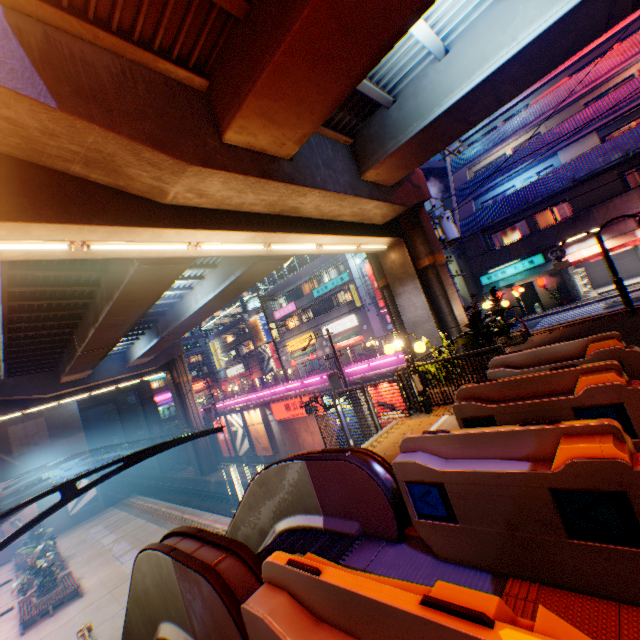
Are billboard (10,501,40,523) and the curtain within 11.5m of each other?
no

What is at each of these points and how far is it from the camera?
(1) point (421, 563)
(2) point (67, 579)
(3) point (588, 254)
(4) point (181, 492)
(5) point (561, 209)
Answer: (1) escalator base, 3.3m
(2) bench, 20.3m
(3) awning, 20.7m
(4) railway, 36.4m
(5) curtain, 22.1m

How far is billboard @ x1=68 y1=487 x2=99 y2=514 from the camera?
33.91m

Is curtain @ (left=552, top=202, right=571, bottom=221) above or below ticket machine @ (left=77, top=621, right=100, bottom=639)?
above

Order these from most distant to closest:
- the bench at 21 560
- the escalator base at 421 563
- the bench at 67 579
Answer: the bench at 21 560 < the bench at 67 579 < the escalator base at 421 563

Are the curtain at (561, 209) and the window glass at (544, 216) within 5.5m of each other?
yes

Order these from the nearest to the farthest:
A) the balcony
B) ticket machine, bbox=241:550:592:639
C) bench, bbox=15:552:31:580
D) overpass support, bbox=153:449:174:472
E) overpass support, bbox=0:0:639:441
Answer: ticket machine, bbox=241:550:592:639
overpass support, bbox=0:0:639:441
the balcony
bench, bbox=15:552:31:580
overpass support, bbox=153:449:174:472

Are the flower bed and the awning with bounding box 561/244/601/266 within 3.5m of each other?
no
